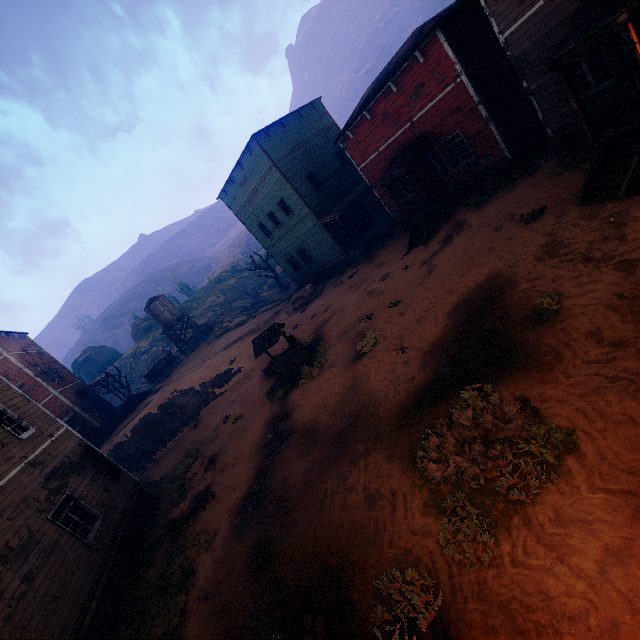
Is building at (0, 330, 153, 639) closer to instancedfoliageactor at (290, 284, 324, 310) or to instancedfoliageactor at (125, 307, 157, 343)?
instancedfoliageactor at (290, 284, 324, 310)

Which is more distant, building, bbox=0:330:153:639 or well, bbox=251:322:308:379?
well, bbox=251:322:308:379

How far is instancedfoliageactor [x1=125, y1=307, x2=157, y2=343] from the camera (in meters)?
52.03

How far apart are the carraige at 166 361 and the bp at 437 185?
27.7m

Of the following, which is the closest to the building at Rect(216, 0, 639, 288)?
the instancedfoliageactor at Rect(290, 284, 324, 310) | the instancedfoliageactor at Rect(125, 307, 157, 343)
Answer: the instancedfoliageactor at Rect(290, 284, 324, 310)

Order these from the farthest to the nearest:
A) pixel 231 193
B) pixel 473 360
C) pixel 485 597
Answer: pixel 231 193 < pixel 473 360 < pixel 485 597

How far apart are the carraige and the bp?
27.69m

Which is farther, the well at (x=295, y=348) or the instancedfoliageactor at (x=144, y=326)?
the instancedfoliageactor at (x=144, y=326)
